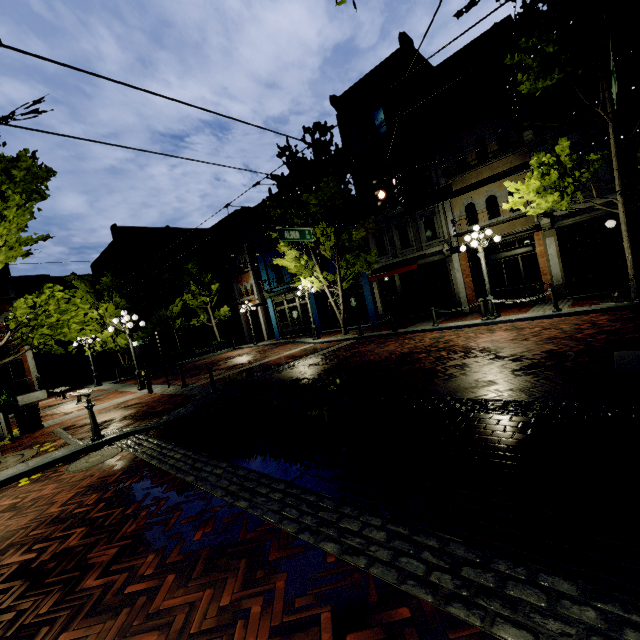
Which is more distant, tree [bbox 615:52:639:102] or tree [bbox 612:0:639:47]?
tree [bbox 615:52:639:102]

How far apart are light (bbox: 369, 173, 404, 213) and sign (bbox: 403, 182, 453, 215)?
2.1m

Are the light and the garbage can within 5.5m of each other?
no

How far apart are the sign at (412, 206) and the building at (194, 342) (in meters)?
28.93

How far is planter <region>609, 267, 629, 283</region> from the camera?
12.18m

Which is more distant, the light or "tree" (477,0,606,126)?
the light

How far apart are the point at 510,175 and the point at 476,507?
16.35m

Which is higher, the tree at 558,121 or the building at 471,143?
the building at 471,143
